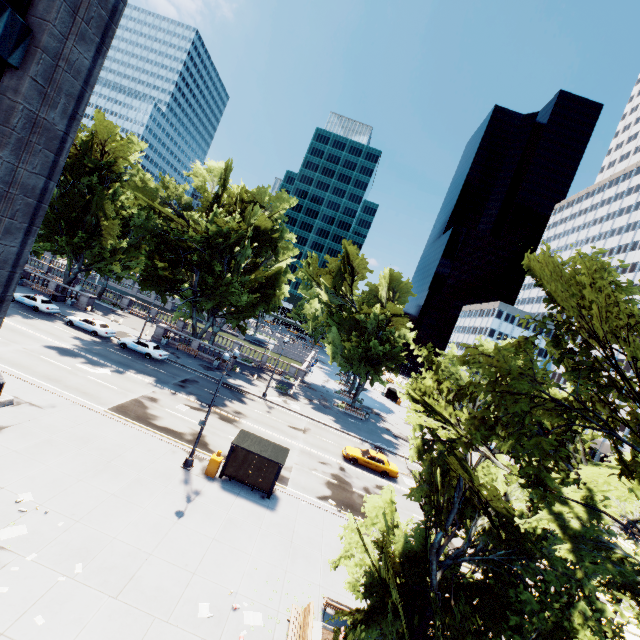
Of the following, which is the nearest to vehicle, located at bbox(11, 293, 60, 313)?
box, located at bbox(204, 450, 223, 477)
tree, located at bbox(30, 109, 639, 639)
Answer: tree, located at bbox(30, 109, 639, 639)

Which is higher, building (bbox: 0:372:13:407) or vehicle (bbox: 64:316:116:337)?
building (bbox: 0:372:13:407)

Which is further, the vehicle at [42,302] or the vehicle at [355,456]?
the vehicle at [42,302]

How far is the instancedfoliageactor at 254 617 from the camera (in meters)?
11.41

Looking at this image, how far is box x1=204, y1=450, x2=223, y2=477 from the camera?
18.6 meters

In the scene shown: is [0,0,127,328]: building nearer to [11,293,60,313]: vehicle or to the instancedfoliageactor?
the instancedfoliageactor

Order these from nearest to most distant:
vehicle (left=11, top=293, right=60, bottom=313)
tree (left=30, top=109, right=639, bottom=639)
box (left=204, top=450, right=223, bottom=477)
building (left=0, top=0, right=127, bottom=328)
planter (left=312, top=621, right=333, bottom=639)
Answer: tree (left=30, top=109, right=639, bottom=639) → building (left=0, top=0, right=127, bottom=328) → planter (left=312, top=621, right=333, bottom=639) → box (left=204, top=450, right=223, bottom=477) → vehicle (left=11, top=293, right=60, bottom=313)

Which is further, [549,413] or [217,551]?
[217,551]
